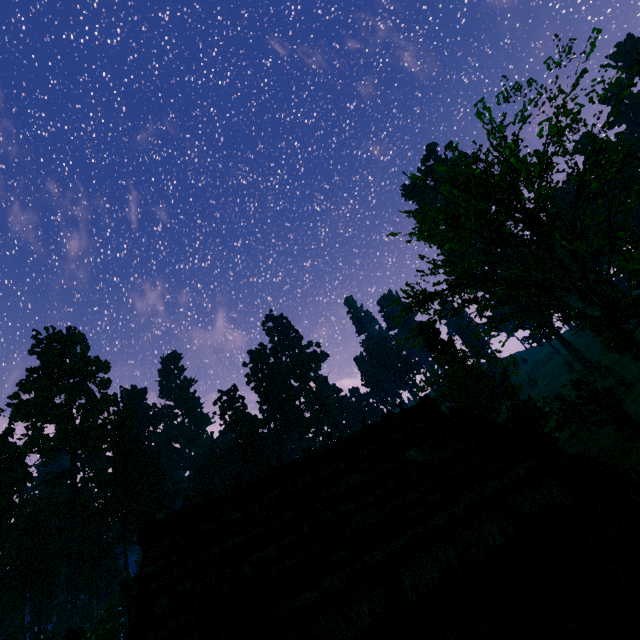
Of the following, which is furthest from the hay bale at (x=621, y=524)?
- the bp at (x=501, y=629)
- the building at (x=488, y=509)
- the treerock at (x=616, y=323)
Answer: the bp at (x=501, y=629)

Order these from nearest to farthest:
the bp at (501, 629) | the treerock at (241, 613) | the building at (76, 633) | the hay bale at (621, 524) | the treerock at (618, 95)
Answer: the treerock at (241, 613)
the bp at (501, 629)
the hay bale at (621, 524)
the treerock at (618, 95)
the building at (76, 633)

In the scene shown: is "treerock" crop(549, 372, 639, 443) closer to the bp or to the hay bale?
the hay bale

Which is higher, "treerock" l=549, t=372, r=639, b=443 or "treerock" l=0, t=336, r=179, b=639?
"treerock" l=0, t=336, r=179, b=639

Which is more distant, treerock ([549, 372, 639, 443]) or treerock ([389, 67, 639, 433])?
treerock ([549, 372, 639, 443])

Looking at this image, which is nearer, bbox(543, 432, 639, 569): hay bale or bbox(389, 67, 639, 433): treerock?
bbox(543, 432, 639, 569): hay bale

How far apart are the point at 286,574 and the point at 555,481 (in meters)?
8.31

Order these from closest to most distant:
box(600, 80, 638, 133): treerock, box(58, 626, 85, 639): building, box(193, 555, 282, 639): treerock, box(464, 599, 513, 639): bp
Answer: box(193, 555, 282, 639): treerock < box(464, 599, 513, 639): bp < box(600, 80, 638, 133): treerock < box(58, 626, 85, 639): building
